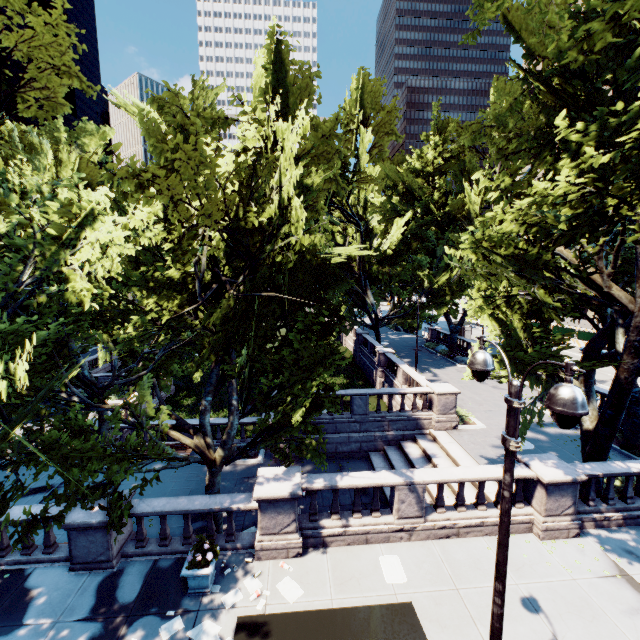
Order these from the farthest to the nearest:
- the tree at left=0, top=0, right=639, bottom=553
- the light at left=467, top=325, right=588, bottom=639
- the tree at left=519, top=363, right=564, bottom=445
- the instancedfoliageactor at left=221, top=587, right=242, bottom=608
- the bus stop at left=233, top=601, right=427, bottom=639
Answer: the tree at left=519, top=363, right=564, bottom=445, the instancedfoliageactor at left=221, top=587, right=242, bottom=608, the tree at left=0, top=0, right=639, bottom=553, the bus stop at left=233, top=601, right=427, bottom=639, the light at left=467, top=325, right=588, bottom=639

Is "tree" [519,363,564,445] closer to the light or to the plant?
the plant

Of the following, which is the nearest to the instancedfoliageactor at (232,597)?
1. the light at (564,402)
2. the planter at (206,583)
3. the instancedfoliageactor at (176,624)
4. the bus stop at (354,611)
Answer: the planter at (206,583)

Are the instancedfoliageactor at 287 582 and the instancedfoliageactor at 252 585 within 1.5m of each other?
yes

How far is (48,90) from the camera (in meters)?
11.14

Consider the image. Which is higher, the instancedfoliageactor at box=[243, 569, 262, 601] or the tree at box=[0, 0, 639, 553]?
the tree at box=[0, 0, 639, 553]

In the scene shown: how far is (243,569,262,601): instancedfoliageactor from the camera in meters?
8.6 m

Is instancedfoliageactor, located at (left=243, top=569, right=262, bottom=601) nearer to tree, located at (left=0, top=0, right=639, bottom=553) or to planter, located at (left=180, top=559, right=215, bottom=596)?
planter, located at (left=180, top=559, right=215, bottom=596)
